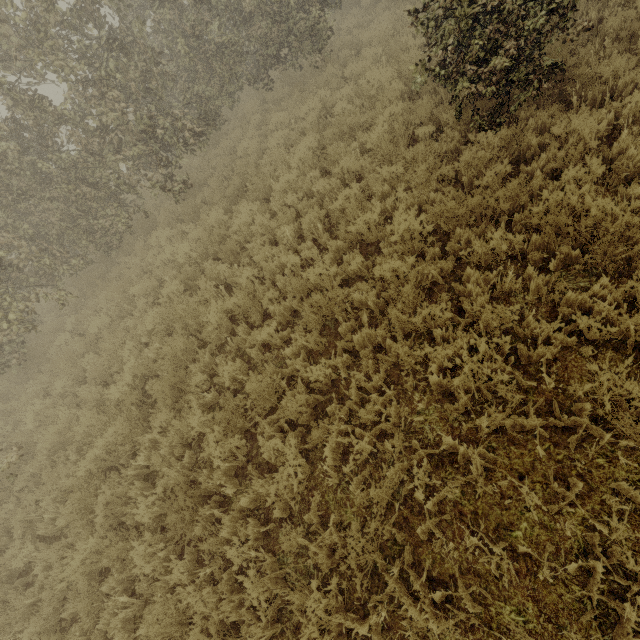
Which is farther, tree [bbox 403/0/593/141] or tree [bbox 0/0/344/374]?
tree [bbox 0/0/344/374]

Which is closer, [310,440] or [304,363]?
[310,440]

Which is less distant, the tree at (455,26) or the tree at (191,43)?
the tree at (455,26)
